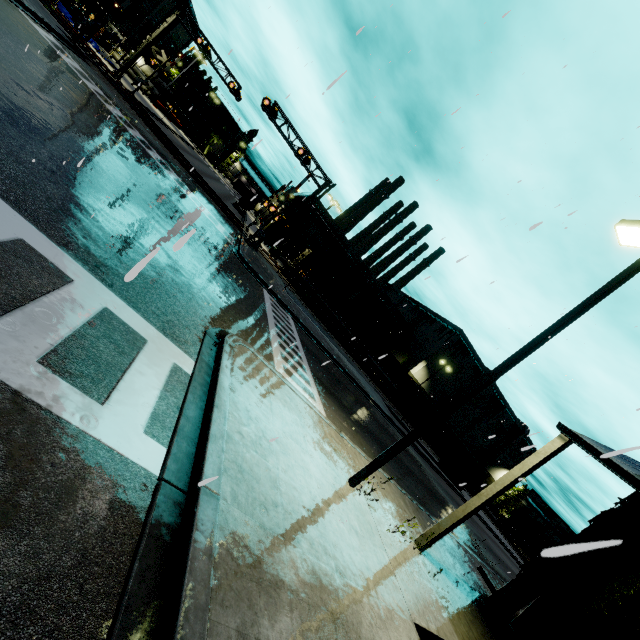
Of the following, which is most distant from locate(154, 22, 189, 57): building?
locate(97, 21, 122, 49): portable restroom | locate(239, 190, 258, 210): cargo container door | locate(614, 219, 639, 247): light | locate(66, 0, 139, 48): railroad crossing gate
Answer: locate(66, 0, 139, 48): railroad crossing gate

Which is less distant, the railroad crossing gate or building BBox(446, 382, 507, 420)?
the railroad crossing gate

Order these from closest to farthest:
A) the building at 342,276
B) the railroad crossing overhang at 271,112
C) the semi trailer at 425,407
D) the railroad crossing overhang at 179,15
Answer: the railroad crossing overhang at 271,112
the railroad crossing overhang at 179,15
the semi trailer at 425,407
the building at 342,276

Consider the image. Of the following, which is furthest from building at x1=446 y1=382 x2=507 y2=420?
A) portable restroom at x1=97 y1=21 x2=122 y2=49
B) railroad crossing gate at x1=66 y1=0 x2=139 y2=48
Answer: railroad crossing gate at x1=66 y1=0 x2=139 y2=48

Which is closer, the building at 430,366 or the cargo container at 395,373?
the cargo container at 395,373

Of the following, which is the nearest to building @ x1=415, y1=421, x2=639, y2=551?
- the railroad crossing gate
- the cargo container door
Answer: the cargo container door

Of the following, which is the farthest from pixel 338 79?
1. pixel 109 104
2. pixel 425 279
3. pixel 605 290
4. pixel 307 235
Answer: pixel 307 235
